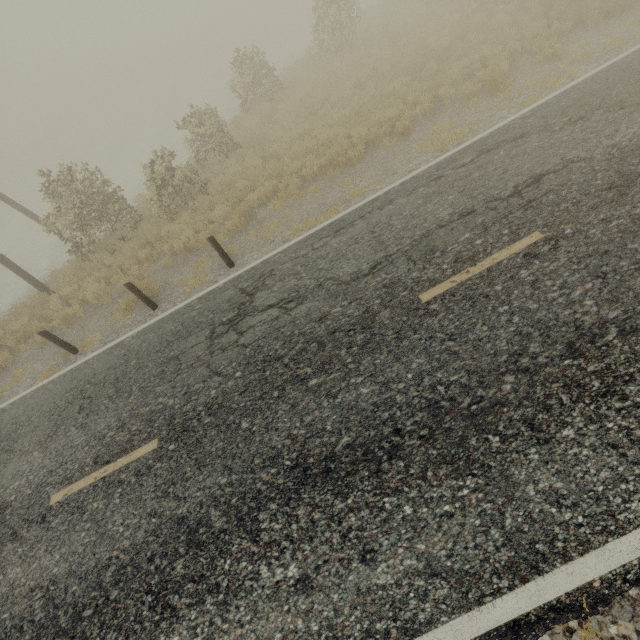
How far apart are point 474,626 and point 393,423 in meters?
2.0 m
